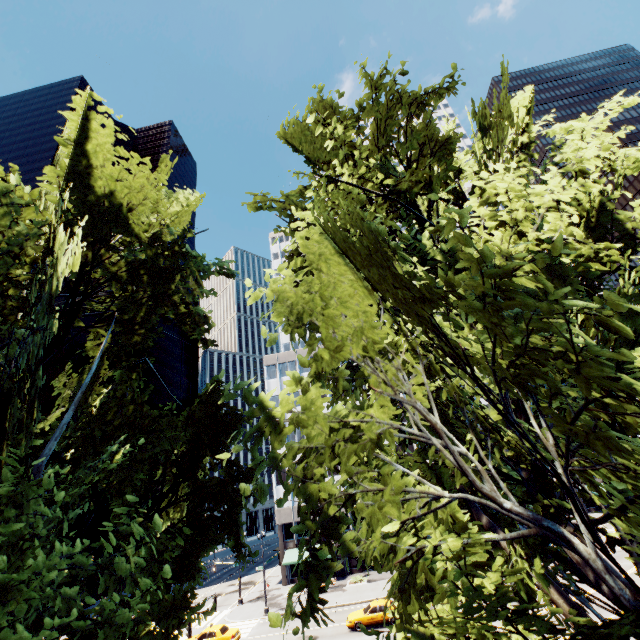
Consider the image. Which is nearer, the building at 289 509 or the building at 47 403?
the building at 289 509

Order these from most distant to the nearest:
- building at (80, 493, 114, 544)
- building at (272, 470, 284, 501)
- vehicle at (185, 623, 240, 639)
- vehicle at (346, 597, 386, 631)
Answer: building at (80, 493, 114, 544) < building at (272, 470, 284, 501) < vehicle at (185, 623, 240, 639) < vehicle at (346, 597, 386, 631)

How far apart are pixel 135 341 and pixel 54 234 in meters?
4.1

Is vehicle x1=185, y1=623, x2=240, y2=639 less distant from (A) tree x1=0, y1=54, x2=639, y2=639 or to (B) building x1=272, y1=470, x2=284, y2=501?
(B) building x1=272, y1=470, x2=284, y2=501

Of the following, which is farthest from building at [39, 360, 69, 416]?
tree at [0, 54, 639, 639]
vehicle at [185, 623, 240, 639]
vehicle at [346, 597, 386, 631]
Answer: tree at [0, 54, 639, 639]

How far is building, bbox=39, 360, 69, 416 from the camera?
53.66m

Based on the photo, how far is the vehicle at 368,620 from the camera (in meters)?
26.23

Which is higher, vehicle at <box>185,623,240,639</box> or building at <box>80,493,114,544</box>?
building at <box>80,493,114,544</box>
